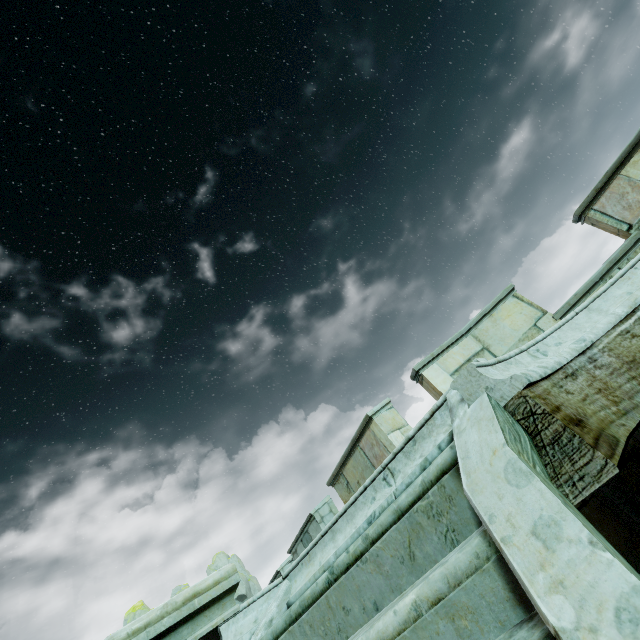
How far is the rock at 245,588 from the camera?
41.2m

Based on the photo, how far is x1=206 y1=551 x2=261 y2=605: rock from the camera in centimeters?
4116cm

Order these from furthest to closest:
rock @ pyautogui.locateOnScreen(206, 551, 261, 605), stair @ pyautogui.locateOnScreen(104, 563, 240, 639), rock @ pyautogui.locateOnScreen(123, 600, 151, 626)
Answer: rock @ pyautogui.locateOnScreen(206, 551, 261, 605) → rock @ pyautogui.locateOnScreen(123, 600, 151, 626) → stair @ pyautogui.locateOnScreen(104, 563, 240, 639)

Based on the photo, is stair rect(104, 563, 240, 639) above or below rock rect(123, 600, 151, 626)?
below

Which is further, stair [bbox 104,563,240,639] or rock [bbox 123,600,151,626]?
rock [bbox 123,600,151,626]

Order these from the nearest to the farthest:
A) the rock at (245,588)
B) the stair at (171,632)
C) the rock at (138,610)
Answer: the stair at (171,632), the rock at (138,610), the rock at (245,588)

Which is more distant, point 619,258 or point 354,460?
point 354,460
